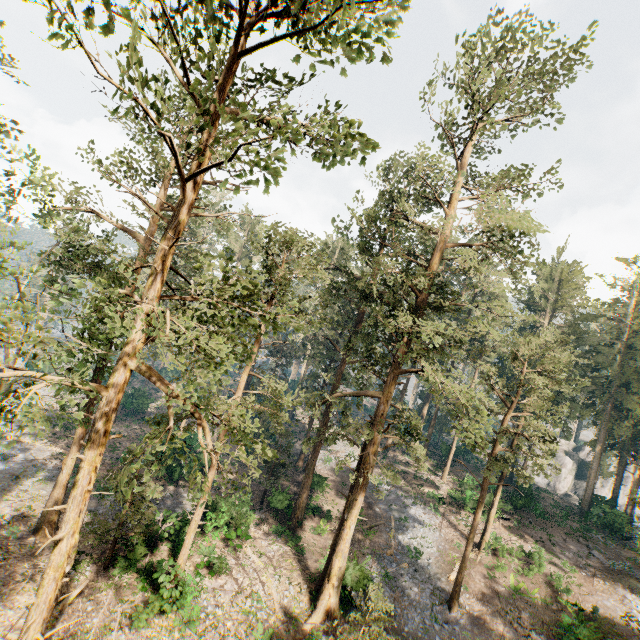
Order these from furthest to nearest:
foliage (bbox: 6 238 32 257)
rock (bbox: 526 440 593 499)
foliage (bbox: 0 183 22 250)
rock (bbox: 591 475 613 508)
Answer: rock (bbox: 526 440 593 499), rock (bbox: 591 475 613 508), foliage (bbox: 0 183 22 250), foliage (bbox: 6 238 32 257)

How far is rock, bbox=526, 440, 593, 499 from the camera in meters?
49.9 m

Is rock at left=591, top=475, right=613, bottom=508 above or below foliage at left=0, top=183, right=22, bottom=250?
below

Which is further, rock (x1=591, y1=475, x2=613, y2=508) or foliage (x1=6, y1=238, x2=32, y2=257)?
rock (x1=591, y1=475, x2=613, y2=508)

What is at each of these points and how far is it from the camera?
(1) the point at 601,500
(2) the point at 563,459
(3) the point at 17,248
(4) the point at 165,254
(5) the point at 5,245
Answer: (1) rock, 39.2m
(2) rock, 53.7m
(3) foliage, 18.0m
(4) foliage, 9.8m
(5) foliage, 17.5m

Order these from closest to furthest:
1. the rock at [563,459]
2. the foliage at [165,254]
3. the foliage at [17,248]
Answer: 1. the foliage at [165,254]
2. the foliage at [17,248]
3. the rock at [563,459]

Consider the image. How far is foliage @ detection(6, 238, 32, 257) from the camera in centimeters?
1427cm

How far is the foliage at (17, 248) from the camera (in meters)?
14.27
